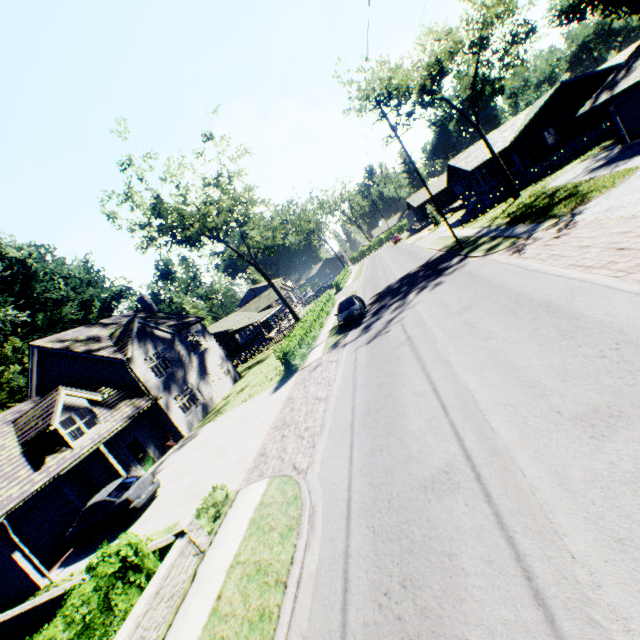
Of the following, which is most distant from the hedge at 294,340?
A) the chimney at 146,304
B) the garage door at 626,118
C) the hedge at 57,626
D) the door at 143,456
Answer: the garage door at 626,118

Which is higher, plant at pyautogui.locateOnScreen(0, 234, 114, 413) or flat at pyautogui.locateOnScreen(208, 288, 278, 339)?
plant at pyautogui.locateOnScreen(0, 234, 114, 413)

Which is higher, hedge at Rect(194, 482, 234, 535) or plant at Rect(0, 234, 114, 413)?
plant at Rect(0, 234, 114, 413)

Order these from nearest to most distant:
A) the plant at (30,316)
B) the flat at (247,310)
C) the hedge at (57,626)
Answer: the hedge at (57,626), the plant at (30,316), the flat at (247,310)

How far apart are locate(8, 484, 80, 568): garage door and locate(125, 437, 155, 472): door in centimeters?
330cm

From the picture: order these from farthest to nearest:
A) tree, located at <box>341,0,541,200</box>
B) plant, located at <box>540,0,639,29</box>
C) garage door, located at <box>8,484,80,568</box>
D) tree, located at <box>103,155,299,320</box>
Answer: plant, located at <box>540,0,639,29</box> → tree, located at <box>103,155,299,320</box> → tree, located at <box>341,0,541,200</box> → garage door, located at <box>8,484,80,568</box>

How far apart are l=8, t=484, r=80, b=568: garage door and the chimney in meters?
16.1 m

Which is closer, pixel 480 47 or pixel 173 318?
pixel 480 47
